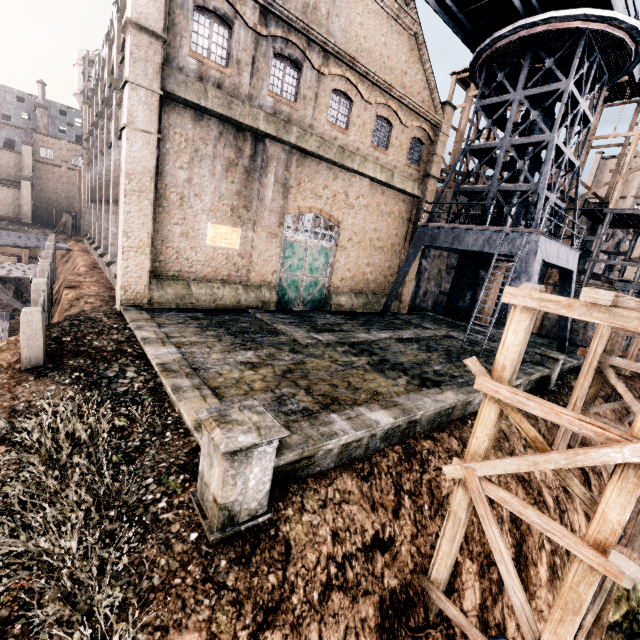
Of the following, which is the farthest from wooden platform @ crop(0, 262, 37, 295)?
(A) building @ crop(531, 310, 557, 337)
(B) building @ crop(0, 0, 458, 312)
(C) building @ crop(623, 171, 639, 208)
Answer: (C) building @ crop(623, 171, 639, 208)

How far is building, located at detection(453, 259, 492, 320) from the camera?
27.8 meters

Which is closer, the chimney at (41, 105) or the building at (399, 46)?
the building at (399, 46)

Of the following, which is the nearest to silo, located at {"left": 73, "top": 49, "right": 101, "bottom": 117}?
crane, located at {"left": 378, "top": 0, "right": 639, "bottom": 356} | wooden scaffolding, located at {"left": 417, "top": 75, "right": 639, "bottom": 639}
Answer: crane, located at {"left": 378, "top": 0, "right": 639, "bottom": 356}

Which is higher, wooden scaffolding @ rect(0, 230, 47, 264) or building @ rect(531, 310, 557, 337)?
building @ rect(531, 310, 557, 337)

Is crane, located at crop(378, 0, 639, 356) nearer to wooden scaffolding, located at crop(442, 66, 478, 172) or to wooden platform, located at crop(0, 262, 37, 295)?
wooden scaffolding, located at crop(442, 66, 478, 172)

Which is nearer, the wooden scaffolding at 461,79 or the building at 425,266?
the building at 425,266

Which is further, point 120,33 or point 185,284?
point 120,33
